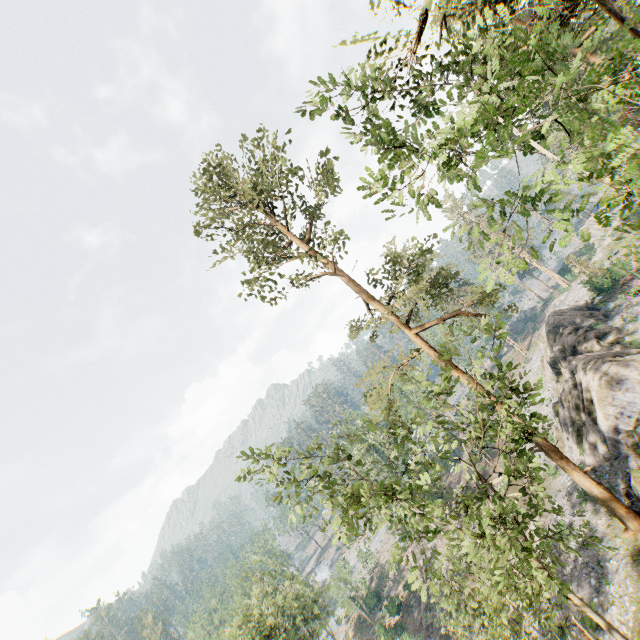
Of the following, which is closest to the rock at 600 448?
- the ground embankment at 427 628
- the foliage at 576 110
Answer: the foliage at 576 110

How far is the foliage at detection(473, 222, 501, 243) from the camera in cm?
721

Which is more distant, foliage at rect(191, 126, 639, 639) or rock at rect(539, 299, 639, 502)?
rock at rect(539, 299, 639, 502)

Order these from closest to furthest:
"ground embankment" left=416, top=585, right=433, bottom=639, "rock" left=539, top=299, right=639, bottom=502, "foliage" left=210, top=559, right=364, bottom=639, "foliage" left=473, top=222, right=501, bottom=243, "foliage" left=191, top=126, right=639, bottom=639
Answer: "foliage" left=473, top=222, right=501, bottom=243 → "foliage" left=191, top=126, right=639, bottom=639 → "rock" left=539, top=299, right=639, bottom=502 → "foliage" left=210, top=559, right=364, bottom=639 → "ground embankment" left=416, top=585, right=433, bottom=639

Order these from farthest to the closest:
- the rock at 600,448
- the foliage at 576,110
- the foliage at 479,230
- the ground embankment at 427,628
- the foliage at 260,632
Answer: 1. the ground embankment at 427,628
2. the foliage at 260,632
3. the rock at 600,448
4. the foliage at 479,230
5. the foliage at 576,110

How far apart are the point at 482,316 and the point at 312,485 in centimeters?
1253cm

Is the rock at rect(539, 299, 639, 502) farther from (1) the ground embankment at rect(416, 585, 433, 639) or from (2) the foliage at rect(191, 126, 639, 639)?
(1) the ground embankment at rect(416, 585, 433, 639)
